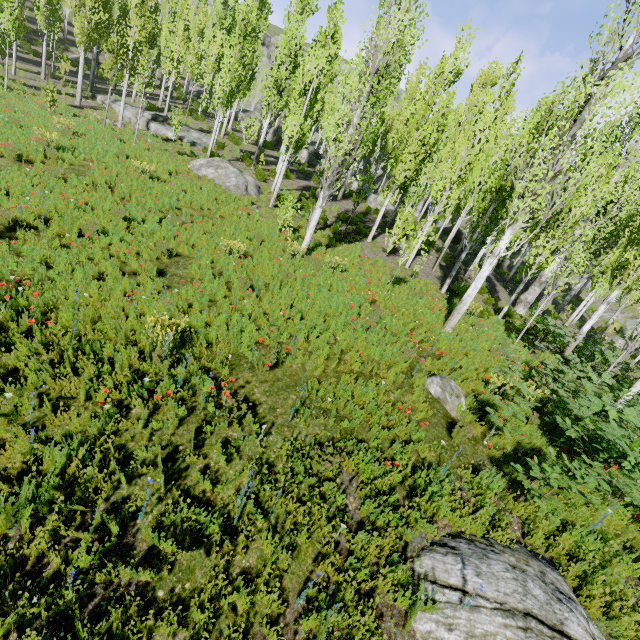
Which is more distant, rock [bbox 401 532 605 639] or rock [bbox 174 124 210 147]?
rock [bbox 174 124 210 147]

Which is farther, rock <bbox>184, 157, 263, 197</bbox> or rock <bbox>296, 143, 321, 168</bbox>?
rock <bbox>296, 143, 321, 168</bbox>

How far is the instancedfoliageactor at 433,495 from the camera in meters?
4.6

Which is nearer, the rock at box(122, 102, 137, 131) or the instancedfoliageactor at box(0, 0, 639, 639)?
the instancedfoliageactor at box(0, 0, 639, 639)

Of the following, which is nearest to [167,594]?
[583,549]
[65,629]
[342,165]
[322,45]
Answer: [65,629]

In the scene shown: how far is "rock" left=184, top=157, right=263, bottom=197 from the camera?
15.70m

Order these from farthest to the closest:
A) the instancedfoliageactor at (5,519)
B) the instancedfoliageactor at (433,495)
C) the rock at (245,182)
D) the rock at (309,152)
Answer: the rock at (309,152)
the rock at (245,182)
the instancedfoliageactor at (433,495)
the instancedfoliageactor at (5,519)

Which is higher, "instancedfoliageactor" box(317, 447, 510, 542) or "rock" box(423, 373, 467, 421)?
"rock" box(423, 373, 467, 421)
